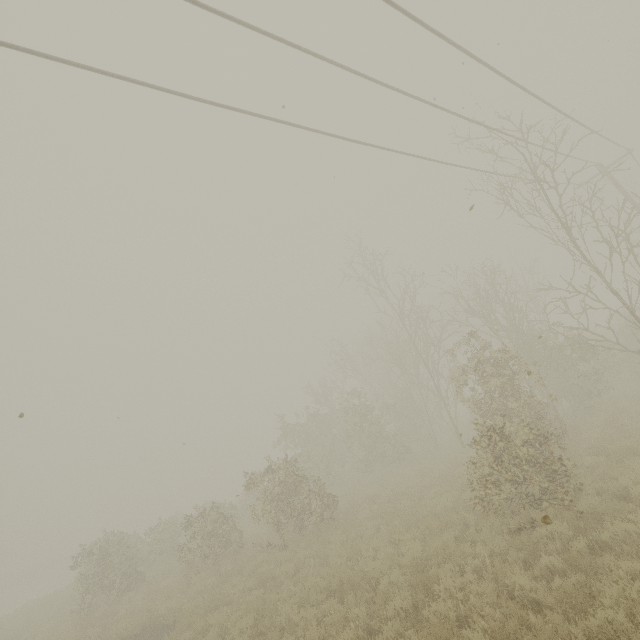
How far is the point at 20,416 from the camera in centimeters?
335cm
